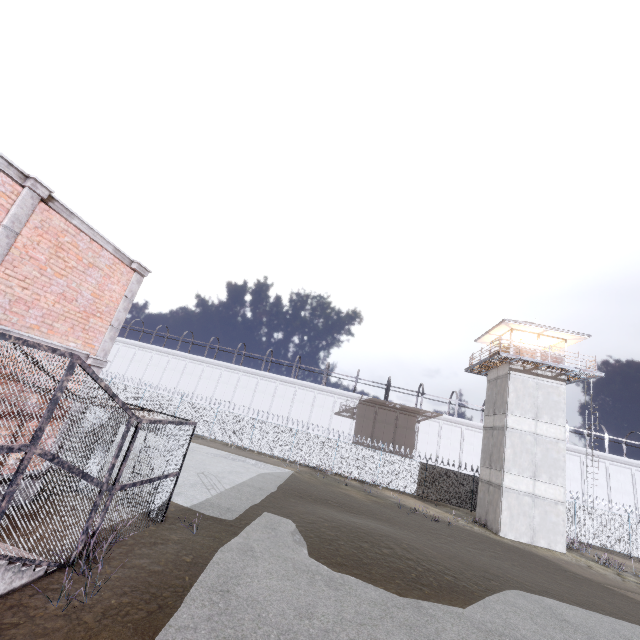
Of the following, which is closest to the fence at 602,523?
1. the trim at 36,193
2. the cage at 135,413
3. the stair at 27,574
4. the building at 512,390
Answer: the building at 512,390

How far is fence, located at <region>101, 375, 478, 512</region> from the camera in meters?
27.6

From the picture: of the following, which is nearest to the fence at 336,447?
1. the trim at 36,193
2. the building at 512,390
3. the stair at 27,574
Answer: the building at 512,390

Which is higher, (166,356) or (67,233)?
(166,356)

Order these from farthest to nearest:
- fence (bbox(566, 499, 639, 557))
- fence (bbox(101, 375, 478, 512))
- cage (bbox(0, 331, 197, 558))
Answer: fence (bbox(101, 375, 478, 512)) < fence (bbox(566, 499, 639, 557)) < cage (bbox(0, 331, 197, 558))

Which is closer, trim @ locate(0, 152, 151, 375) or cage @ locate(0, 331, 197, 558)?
cage @ locate(0, 331, 197, 558)

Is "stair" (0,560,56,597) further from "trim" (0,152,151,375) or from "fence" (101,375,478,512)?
"fence" (101,375,478,512)

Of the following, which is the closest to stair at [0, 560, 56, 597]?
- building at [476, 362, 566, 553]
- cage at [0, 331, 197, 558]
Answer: cage at [0, 331, 197, 558]
